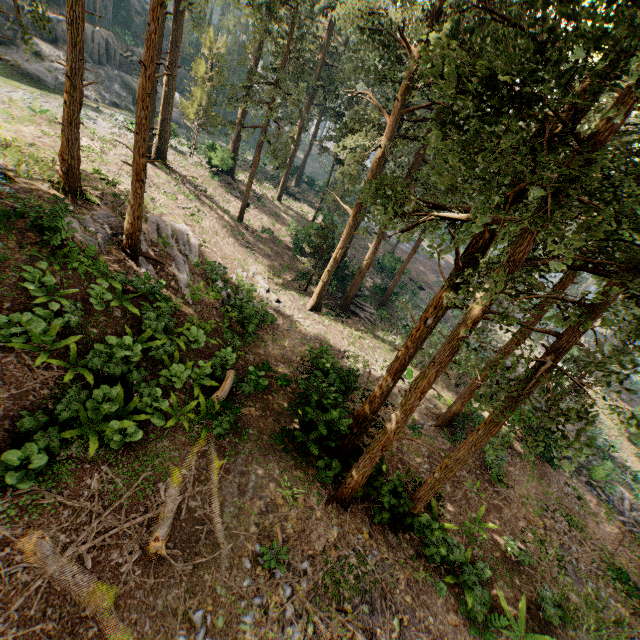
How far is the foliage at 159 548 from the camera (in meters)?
8.00

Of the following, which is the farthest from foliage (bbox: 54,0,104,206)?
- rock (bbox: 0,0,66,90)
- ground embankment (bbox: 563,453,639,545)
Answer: rock (bbox: 0,0,66,90)

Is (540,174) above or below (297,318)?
above

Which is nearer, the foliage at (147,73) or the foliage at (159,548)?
the foliage at (147,73)

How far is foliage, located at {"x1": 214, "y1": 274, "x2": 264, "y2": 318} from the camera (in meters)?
16.52

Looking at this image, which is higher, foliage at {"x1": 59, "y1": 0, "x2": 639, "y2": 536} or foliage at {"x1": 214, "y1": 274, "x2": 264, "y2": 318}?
foliage at {"x1": 59, "y1": 0, "x2": 639, "y2": 536}
